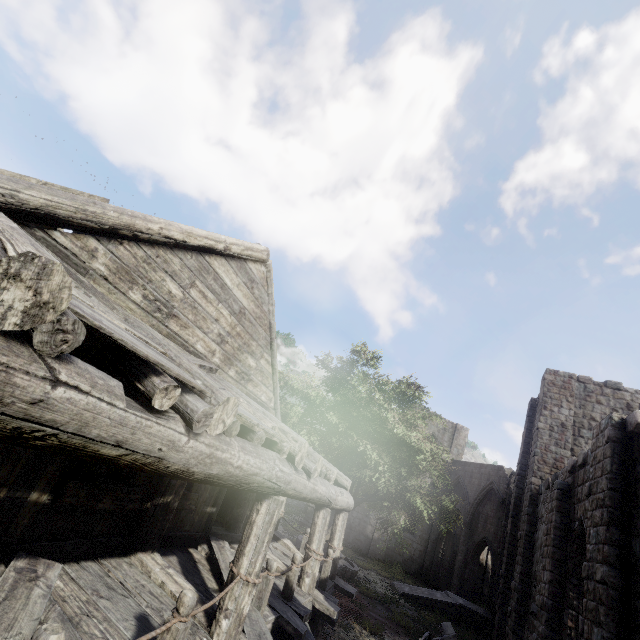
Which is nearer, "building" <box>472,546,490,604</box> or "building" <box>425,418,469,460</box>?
"building" <box>472,546,490,604</box>

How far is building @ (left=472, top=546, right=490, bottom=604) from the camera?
26.5m

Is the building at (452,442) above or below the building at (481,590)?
above

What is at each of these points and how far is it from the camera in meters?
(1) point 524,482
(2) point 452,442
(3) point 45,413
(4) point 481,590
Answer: (1) building, 18.3
(2) building, 31.0
(3) building, 1.9
(4) building, 26.7
